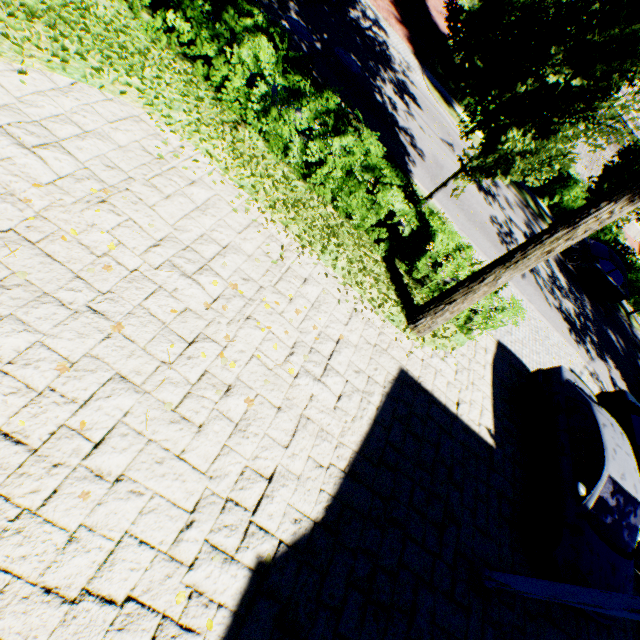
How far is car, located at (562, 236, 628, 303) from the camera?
16.88m

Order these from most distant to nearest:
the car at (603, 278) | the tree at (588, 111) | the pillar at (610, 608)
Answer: the car at (603, 278) → the tree at (588, 111) → the pillar at (610, 608)

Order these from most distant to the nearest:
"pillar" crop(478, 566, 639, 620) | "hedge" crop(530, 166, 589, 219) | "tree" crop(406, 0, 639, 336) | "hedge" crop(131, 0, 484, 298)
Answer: "hedge" crop(530, 166, 589, 219)
"hedge" crop(131, 0, 484, 298)
"tree" crop(406, 0, 639, 336)
"pillar" crop(478, 566, 639, 620)

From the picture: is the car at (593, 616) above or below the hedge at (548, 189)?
below

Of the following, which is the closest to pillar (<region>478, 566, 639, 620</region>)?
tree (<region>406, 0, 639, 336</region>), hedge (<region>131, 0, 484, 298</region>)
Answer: tree (<region>406, 0, 639, 336</region>)

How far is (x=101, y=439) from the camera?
3.3m

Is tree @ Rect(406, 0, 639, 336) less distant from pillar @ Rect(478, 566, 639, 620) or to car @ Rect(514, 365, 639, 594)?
car @ Rect(514, 365, 639, 594)

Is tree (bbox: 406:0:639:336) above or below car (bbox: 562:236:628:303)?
above
